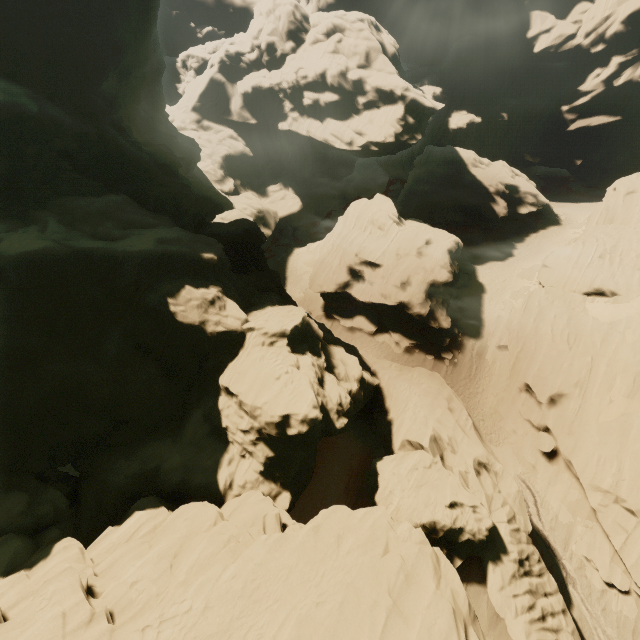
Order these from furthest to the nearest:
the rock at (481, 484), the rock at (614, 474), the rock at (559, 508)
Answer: the rock at (559, 508) < the rock at (614, 474) < the rock at (481, 484)

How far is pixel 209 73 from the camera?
50.3m

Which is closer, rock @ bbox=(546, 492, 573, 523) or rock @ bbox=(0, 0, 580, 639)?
rock @ bbox=(0, 0, 580, 639)

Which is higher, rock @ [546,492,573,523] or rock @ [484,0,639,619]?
rock @ [484,0,639,619]

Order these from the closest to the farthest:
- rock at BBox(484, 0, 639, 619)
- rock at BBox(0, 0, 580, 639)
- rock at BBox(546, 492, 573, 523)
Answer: rock at BBox(0, 0, 580, 639), rock at BBox(484, 0, 639, 619), rock at BBox(546, 492, 573, 523)

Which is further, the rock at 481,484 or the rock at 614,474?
the rock at 614,474

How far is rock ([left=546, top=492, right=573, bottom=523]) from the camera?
22.3 meters
